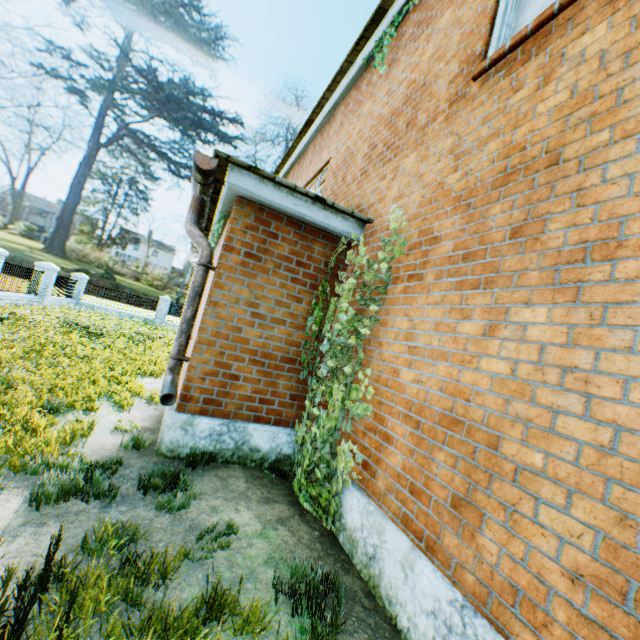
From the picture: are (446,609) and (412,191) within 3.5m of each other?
no

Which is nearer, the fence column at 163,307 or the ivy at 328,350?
the ivy at 328,350

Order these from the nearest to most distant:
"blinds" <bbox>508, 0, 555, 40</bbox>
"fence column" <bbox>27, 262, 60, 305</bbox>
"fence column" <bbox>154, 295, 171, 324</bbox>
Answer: "blinds" <bbox>508, 0, 555, 40</bbox> < "fence column" <bbox>27, 262, 60, 305</bbox> < "fence column" <bbox>154, 295, 171, 324</bbox>

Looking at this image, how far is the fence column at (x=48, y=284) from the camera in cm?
1692

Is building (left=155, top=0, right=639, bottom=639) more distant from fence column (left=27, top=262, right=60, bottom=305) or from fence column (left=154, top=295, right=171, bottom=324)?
fence column (left=154, top=295, right=171, bottom=324)

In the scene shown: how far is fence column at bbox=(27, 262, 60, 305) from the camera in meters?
16.9 m

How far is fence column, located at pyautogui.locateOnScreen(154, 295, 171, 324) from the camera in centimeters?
2416cm

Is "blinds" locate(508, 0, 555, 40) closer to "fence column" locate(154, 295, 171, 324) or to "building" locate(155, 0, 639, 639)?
"building" locate(155, 0, 639, 639)
